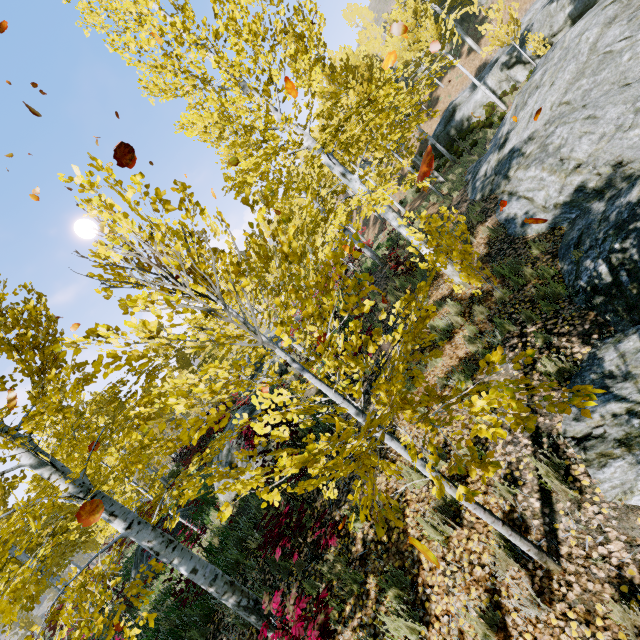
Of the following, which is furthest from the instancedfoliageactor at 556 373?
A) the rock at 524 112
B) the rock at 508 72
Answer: the rock at 508 72

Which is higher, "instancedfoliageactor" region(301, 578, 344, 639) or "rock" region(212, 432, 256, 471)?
"rock" region(212, 432, 256, 471)

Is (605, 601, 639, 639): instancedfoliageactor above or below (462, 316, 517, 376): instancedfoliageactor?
below

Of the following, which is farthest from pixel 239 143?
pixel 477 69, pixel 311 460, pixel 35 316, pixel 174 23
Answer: pixel 477 69

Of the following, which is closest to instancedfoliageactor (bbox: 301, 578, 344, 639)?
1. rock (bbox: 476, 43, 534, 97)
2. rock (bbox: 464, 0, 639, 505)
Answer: rock (bbox: 464, 0, 639, 505)

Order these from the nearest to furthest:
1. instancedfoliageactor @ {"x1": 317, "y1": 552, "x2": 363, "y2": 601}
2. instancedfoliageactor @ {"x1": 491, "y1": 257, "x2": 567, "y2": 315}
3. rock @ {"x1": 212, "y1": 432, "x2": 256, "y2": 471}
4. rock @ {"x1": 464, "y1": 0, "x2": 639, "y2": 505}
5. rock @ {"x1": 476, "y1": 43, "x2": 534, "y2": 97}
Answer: rock @ {"x1": 464, "y1": 0, "x2": 639, "y2": 505}, instancedfoliageactor @ {"x1": 317, "y1": 552, "x2": 363, "y2": 601}, instancedfoliageactor @ {"x1": 491, "y1": 257, "x2": 567, "y2": 315}, rock @ {"x1": 212, "y1": 432, "x2": 256, "y2": 471}, rock @ {"x1": 476, "y1": 43, "x2": 534, "y2": 97}

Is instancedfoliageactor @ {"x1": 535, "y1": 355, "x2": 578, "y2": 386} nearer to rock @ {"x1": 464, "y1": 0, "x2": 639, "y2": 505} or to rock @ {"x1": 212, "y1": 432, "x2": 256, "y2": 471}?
rock @ {"x1": 464, "y1": 0, "x2": 639, "y2": 505}

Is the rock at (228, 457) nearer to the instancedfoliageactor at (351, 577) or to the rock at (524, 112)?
the instancedfoliageactor at (351, 577)
